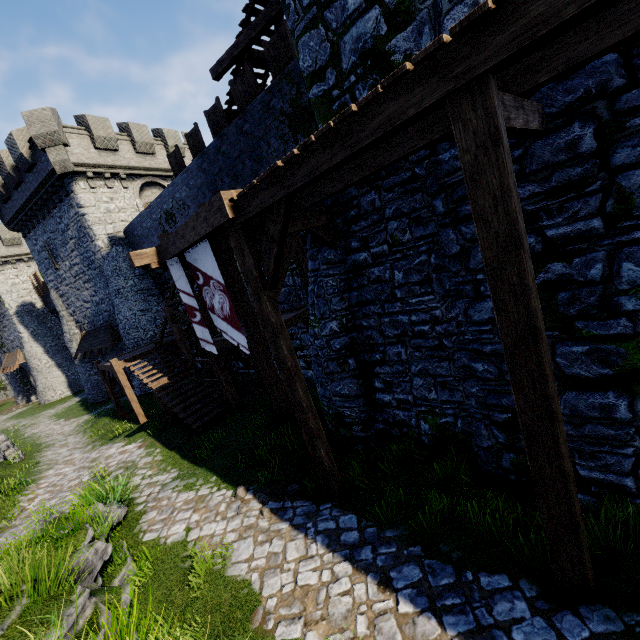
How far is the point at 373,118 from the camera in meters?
3.2

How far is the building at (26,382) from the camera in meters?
33.1

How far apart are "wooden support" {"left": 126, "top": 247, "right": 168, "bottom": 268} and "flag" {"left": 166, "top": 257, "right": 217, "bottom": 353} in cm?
31

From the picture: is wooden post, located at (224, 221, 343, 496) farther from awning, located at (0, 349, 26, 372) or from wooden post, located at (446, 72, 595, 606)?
awning, located at (0, 349, 26, 372)

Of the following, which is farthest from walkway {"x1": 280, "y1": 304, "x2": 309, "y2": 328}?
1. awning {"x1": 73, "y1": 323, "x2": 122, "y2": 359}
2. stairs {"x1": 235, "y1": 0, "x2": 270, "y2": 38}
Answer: awning {"x1": 73, "y1": 323, "x2": 122, "y2": 359}

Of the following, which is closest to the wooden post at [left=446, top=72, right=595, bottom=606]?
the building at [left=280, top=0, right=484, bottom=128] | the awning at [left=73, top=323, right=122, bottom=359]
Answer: the building at [left=280, top=0, right=484, bottom=128]

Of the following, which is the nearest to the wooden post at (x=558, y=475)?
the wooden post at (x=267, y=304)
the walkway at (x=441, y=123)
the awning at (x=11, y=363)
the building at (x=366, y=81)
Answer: the walkway at (x=441, y=123)

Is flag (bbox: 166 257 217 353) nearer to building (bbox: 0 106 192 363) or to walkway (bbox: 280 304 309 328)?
walkway (bbox: 280 304 309 328)
